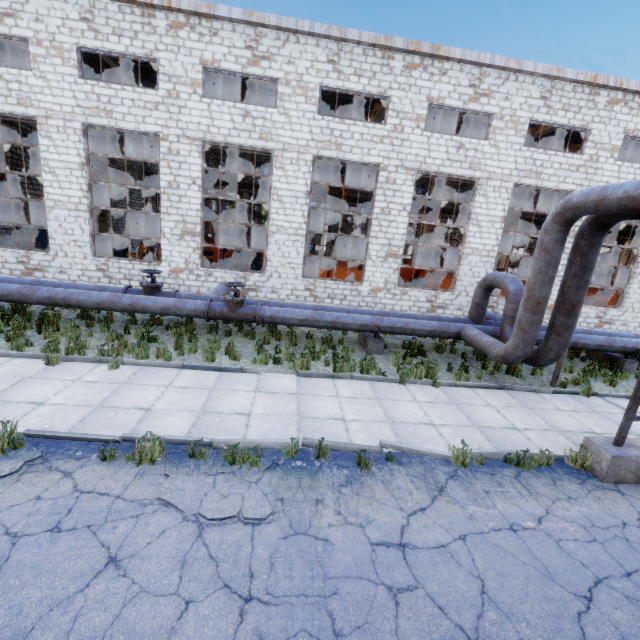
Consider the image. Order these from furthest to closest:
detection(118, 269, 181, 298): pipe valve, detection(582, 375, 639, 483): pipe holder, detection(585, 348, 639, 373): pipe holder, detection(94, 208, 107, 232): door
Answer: detection(94, 208, 107, 232): door, detection(585, 348, 639, 373): pipe holder, detection(118, 269, 181, 298): pipe valve, detection(582, 375, 639, 483): pipe holder

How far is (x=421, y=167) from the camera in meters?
13.8

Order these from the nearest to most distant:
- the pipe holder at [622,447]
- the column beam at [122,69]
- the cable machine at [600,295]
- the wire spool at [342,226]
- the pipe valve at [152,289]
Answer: the pipe holder at [622,447] → the pipe valve at [152,289] → the column beam at [122,69] → the cable machine at [600,295] → the wire spool at [342,226]

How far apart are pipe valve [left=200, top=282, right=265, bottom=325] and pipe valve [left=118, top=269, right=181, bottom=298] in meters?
1.1

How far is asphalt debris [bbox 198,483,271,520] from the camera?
4.2 meters

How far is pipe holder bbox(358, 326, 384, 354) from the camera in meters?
10.9 m

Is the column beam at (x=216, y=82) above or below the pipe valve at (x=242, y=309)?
above

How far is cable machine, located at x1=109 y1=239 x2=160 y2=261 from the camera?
16.8m
